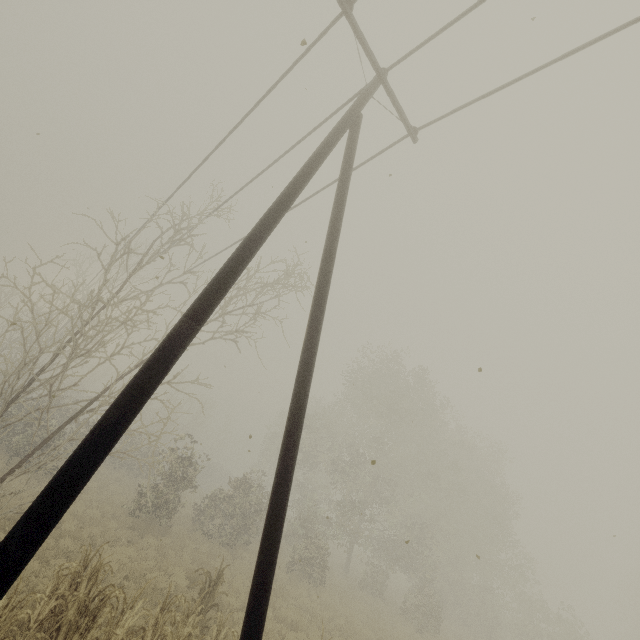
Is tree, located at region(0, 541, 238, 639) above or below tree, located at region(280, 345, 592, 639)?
below

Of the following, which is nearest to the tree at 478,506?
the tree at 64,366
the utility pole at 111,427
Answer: the tree at 64,366

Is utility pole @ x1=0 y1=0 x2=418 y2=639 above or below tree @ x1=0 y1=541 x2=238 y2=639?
above

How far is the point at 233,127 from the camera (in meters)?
8.64

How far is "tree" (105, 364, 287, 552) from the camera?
10.1m

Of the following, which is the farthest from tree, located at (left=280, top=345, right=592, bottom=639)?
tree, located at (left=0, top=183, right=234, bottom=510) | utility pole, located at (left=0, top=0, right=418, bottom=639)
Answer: utility pole, located at (left=0, top=0, right=418, bottom=639)

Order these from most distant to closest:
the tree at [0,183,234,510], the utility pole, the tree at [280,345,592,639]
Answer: the tree at [280,345,592,639] → the tree at [0,183,234,510] → the utility pole
